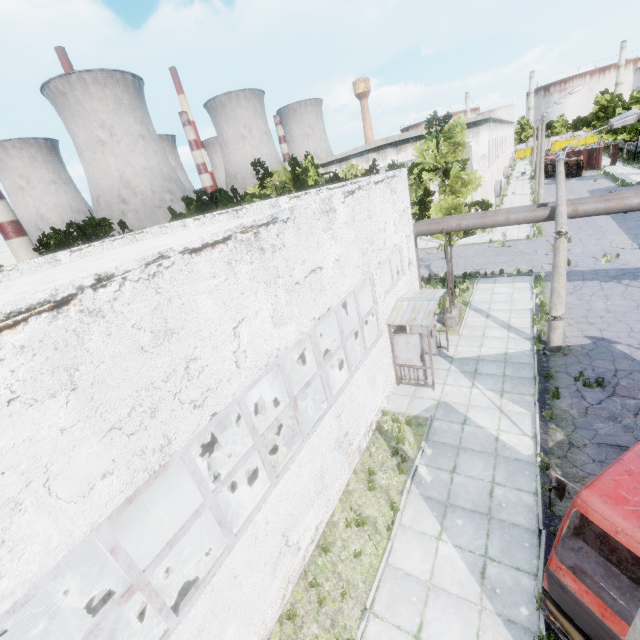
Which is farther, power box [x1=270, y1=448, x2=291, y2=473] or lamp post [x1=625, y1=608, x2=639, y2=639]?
power box [x1=270, y1=448, x2=291, y2=473]

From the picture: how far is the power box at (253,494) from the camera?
6.98m

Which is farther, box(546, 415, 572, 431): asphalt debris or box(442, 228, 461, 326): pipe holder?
box(442, 228, 461, 326): pipe holder

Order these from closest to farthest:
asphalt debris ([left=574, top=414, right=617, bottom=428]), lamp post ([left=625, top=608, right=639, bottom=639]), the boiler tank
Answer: lamp post ([left=625, top=608, right=639, bottom=639]) → asphalt debris ([left=574, top=414, right=617, bottom=428]) → the boiler tank

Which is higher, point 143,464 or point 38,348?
point 38,348

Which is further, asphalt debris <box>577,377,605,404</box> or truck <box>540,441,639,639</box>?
asphalt debris <box>577,377,605,404</box>

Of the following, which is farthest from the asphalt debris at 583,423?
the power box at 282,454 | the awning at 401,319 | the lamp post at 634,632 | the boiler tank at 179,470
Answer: the boiler tank at 179,470

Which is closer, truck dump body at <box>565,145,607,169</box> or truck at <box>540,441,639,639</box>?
truck at <box>540,441,639,639</box>
